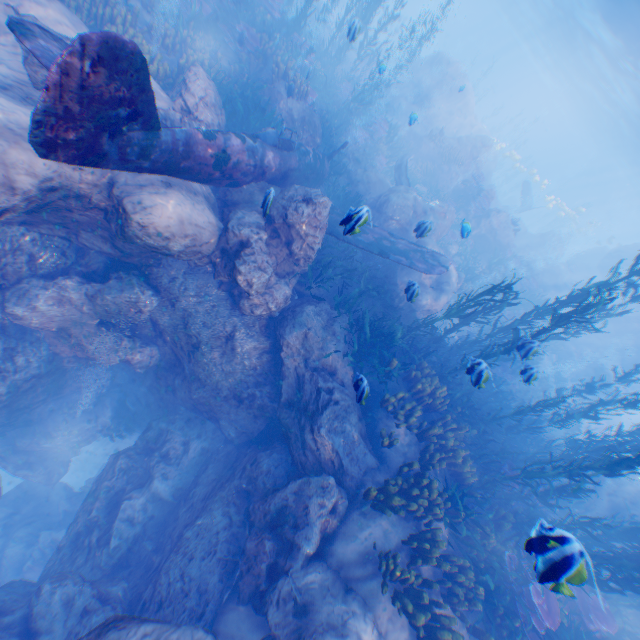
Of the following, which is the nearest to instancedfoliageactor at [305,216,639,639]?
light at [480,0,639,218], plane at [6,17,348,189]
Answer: plane at [6,17,348,189]

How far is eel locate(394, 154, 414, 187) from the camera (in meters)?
16.14

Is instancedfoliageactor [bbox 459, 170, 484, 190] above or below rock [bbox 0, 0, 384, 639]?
above

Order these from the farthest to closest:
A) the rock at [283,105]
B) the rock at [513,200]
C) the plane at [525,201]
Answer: the rock at [513,200]
the plane at [525,201]
the rock at [283,105]

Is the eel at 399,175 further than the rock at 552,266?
Yes

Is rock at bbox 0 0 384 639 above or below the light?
below

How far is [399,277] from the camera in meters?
12.2

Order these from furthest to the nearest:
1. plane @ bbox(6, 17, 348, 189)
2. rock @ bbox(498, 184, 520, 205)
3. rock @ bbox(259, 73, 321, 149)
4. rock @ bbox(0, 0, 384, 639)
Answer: rock @ bbox(498, 184, 520, 205)
rock @ bbox(259, 73, 321, 149)
rock @ bbox(0, 0, 384, 639)
plane @ bbox(6, 17, 348, 189)
